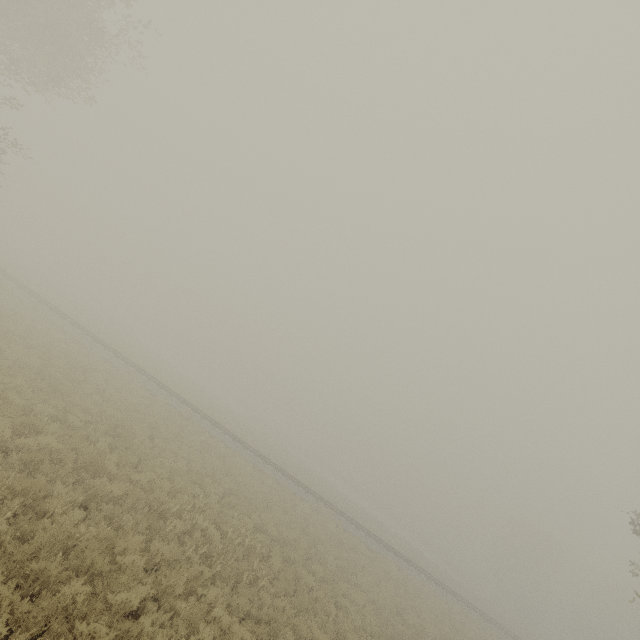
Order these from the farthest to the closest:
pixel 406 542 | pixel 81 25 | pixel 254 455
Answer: pixel 406 542 < pixel 254 455 < pixel 81 25
